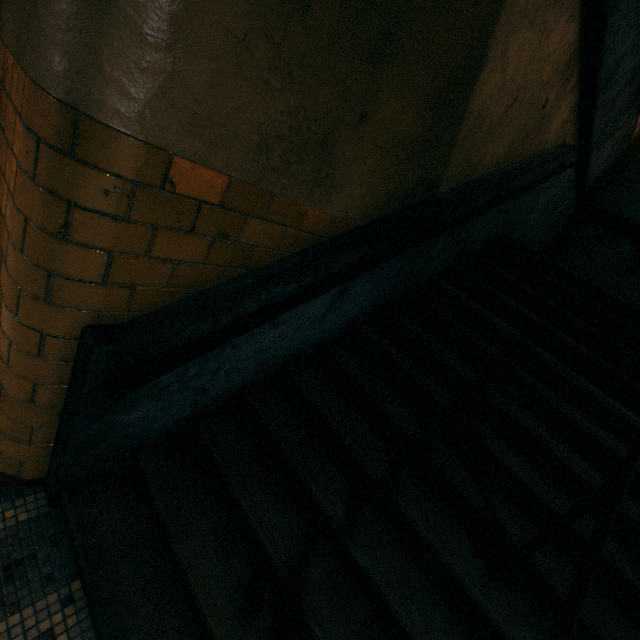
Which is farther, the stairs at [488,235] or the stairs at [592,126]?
the stairs at [592,126]

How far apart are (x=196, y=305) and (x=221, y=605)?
1.4 meters

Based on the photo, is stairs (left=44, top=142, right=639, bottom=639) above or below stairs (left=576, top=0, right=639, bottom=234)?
below

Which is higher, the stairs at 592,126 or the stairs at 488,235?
the stairs at 592,126

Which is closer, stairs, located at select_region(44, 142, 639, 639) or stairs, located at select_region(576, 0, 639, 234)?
stairs, located at select_region(44, 142, 639, 639)
